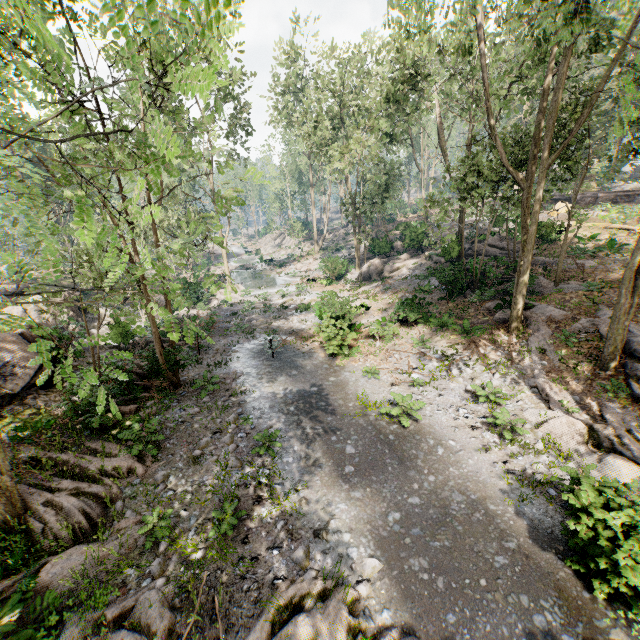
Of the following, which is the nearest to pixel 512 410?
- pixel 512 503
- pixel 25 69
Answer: pixel 512 503

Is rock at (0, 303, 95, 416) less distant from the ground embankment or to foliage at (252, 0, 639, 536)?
foliage at (252, 0, 639, 536)

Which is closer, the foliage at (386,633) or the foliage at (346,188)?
the foliage at (386,633)

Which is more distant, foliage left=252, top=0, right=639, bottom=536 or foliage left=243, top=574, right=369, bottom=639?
foliage left=252, top=0, right=639, bottom=536

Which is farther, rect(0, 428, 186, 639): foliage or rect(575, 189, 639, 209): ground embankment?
rect(575, 189, 639, 209): ground embankment

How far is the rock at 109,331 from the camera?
18.5m
